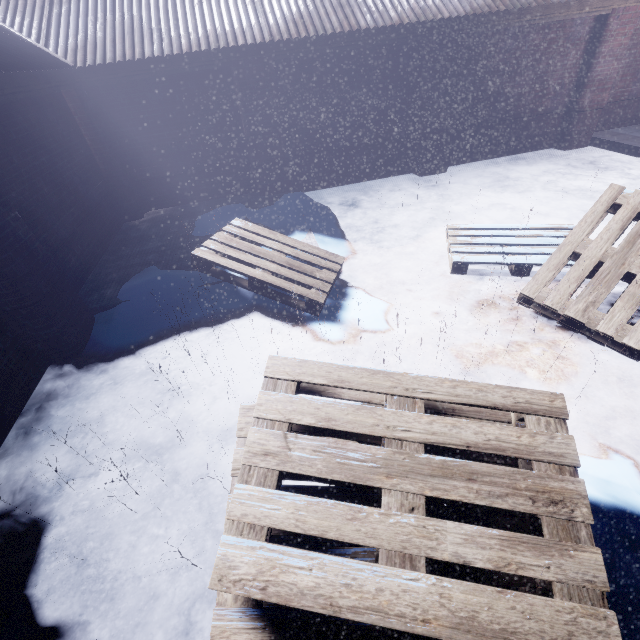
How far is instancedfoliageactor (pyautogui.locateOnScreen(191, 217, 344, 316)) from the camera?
3.3m

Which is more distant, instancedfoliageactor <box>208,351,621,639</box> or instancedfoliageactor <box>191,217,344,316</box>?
instancedfoliageactor <box>191,217,344,316</box>

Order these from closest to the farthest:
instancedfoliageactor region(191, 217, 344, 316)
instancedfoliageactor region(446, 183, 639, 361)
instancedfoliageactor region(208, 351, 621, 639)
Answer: instancedfoliageactor region(208, 351, 621, 639) → instancedfoliageactor region(446, 183, 639, 361) → instancedfoliageactor region(191, 217, 344, 316)

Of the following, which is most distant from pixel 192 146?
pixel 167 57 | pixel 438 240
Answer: pixel 438 240

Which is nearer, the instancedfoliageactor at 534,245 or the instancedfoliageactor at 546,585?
the instancedfoliageactor at 546,585
